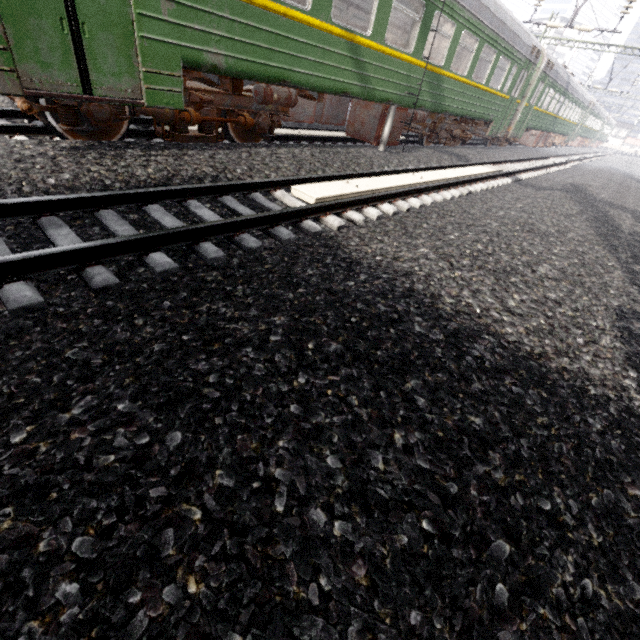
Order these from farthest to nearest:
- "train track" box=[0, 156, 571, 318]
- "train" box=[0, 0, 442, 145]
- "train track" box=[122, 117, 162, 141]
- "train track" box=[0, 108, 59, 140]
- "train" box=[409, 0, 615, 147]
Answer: "train" box=[409, 0, 615, 147] < "train track" box=[122, 117, 162, 141] < "train track" box=[0, 108, 59, 140] < "train" box=[0, 0, 442, 145] < "train track" box=[0, 156, 571, 318]

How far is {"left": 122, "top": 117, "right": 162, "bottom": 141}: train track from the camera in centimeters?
579cm

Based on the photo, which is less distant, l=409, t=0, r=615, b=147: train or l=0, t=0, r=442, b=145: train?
l=0, t=0, r=442, b=145: train

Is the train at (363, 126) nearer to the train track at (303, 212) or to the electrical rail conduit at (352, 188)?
the train track at (303, 212)

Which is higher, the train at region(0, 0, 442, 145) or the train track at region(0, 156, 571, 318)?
the train at region(0, 0, 442, 145)

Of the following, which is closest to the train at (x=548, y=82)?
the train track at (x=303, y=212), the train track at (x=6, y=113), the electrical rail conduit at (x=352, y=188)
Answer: the train track at (x=303, y=212)

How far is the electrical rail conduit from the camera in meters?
5.0 m

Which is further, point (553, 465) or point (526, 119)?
point (526, 119)
